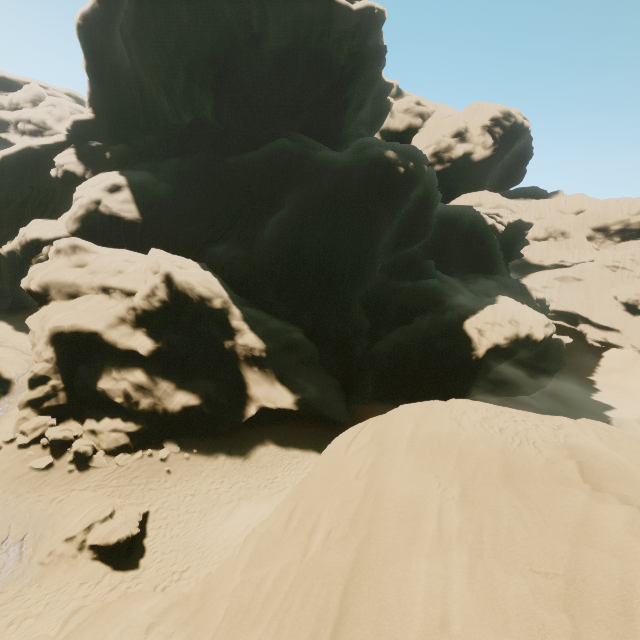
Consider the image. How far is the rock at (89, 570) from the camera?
13.34m

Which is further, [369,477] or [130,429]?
[130,429]

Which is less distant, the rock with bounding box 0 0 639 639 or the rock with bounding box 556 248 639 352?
the rock with bounding box 0 0 639 639

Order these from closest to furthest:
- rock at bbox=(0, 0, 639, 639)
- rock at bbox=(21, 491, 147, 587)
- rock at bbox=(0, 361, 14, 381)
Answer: rock at bbox=(0, 0, 639, 639), rock at bbox=(21, 491, 147, 587), rock at bbox=(0, 361, 14, 381)

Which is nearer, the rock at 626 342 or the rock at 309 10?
the rock at 309 10

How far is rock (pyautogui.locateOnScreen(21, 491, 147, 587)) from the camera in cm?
1334

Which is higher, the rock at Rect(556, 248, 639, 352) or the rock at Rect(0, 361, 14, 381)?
the rock at Rect(556, 248, 639, 352)
